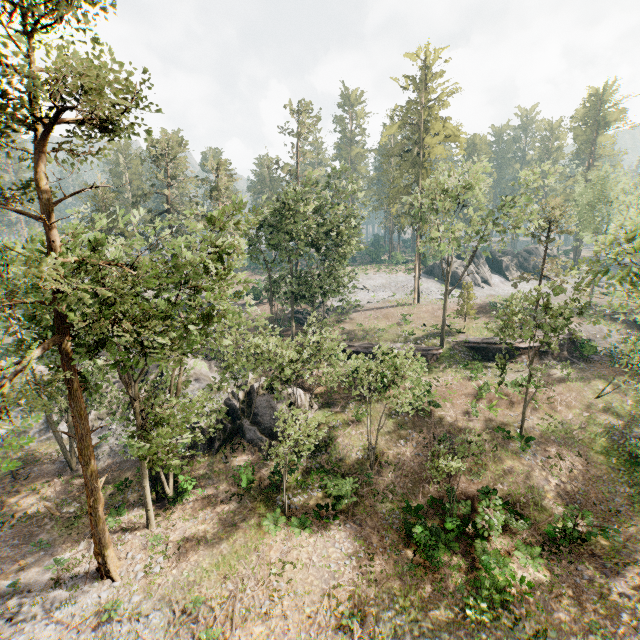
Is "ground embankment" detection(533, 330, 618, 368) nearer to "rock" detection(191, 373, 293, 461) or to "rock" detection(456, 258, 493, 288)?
"rock" detection(191, 373, 293, 461)

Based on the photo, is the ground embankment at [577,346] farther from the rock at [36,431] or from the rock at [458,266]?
the rock at [458,266]

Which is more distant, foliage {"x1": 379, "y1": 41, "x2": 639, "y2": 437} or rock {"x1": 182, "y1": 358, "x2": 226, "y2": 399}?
rock {"x1": 182, "y1": 358, "x2": 226, "y2": 399}

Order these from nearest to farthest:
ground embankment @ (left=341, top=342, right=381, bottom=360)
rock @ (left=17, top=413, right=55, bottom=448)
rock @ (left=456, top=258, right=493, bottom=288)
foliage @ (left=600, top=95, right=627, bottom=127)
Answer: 1. rock @ (left=17, top=413, right=55, bottom=448)
2. ground embankment @ (left=341, top=342, right=381, bottom=360)
3. rock @ (left=456, top=258, right=493, bottom=288)
4. foliage @ (left=600, top=95, right=627, bottom=127)

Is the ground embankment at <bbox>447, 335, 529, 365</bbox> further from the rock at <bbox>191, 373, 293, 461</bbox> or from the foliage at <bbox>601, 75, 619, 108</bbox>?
the rock at <bbox>191, 373, 293, 461</bbox>

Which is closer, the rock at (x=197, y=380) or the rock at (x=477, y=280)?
the rock at (x=197, y=380)

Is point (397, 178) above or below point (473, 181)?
above

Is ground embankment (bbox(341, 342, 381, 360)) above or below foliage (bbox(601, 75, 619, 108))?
below
